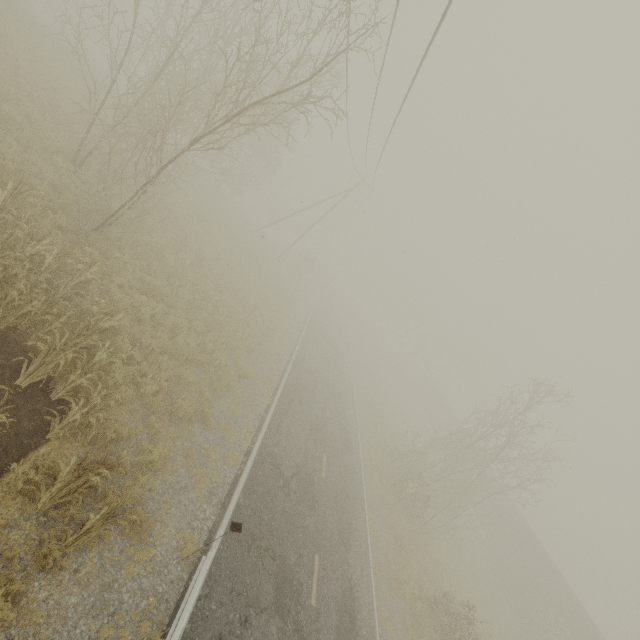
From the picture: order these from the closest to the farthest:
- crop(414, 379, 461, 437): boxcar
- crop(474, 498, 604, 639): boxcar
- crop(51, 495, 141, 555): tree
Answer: crop(51, 495, 141, 555): tree → crop(474, 498, 604, 639): boxcar → crop(414, 379, 461, 437): boxcar

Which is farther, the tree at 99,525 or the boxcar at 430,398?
the boxcar at 430,398

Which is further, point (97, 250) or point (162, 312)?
point (162, 312)

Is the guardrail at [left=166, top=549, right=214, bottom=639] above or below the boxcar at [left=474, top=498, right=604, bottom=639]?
below

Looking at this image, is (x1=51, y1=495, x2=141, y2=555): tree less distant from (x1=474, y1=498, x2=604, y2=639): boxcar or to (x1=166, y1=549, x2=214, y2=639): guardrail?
(x1=166, y1=549, x2=214, y2=639): guardrail

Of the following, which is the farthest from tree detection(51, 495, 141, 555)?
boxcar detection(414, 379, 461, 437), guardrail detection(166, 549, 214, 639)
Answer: boxcar detection(414, 379, 461, 437)

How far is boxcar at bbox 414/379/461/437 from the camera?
46.9m

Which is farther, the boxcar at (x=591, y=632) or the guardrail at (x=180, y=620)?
the boxcar at (x=591, y=632)
